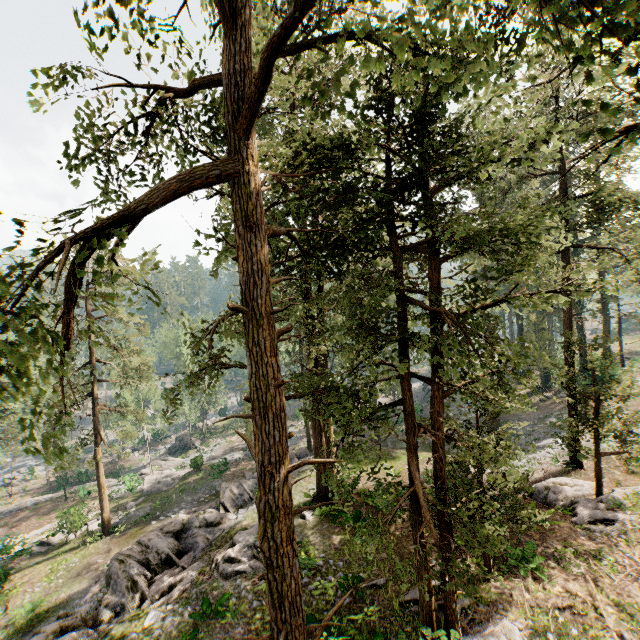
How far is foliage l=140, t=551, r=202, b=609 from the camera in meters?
13.4

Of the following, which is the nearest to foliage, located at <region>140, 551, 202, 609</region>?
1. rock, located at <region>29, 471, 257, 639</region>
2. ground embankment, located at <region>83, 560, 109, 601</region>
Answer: rock, located at <region>29, 471, 257, 639</region>

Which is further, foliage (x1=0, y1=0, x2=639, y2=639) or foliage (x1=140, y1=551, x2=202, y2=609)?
foliage (x1=140, y1=551, x2=202, y2=609)

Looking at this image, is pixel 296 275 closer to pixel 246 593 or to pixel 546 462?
pixel 246 593

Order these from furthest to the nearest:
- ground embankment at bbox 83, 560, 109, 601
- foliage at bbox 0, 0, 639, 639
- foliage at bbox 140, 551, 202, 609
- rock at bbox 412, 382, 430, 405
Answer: rock at bbox 412, 382, 430, 405 < ground embankment at bbox 83, 560, 109, 601 < foliage at bbox 140, 551, 202, 609 < foliage at bbox 0, 0, 639, 639

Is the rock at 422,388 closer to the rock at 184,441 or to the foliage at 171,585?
the foliage at 171,585

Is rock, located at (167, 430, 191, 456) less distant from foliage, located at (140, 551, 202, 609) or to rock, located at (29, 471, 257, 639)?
foliage, located at (140, 551, 202, 609)

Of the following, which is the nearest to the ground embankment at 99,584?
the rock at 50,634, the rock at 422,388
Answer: Answer: the rock at 50,634
